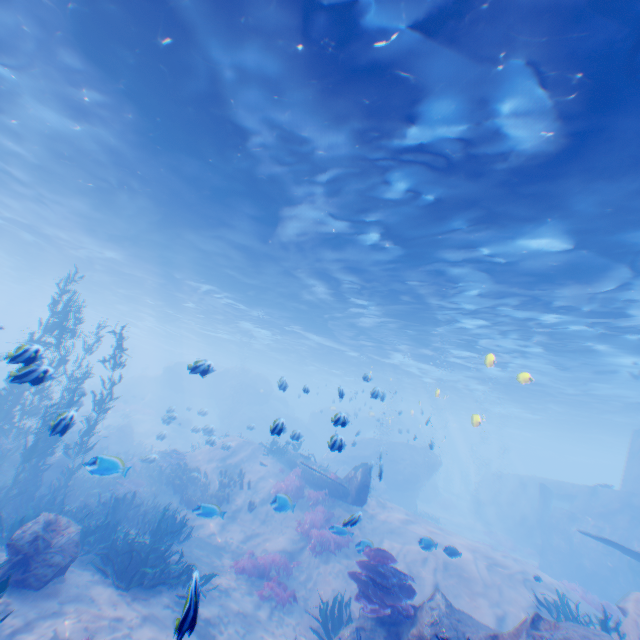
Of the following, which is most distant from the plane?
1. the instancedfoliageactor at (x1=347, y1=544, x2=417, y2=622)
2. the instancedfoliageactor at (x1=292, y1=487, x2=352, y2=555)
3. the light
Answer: the instancedfoliageactor at (x1=347, y1=544, x2=417, y2=622)

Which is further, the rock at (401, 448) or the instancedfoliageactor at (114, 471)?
the rock at (401, 448)

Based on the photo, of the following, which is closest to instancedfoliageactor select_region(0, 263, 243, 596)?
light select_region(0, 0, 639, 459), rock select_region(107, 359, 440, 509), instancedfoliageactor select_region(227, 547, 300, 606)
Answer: rock select_region(107, 359, 440, 509)

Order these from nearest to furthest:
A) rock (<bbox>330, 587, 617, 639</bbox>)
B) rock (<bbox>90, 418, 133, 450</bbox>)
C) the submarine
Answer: rock (<bbox>330, 587, 617, 639</bbox>)
the submarine
rock (<bbox>90, 418, 133, 450</bbox>)

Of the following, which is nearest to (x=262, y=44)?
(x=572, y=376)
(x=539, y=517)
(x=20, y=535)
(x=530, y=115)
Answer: (x=530, y=115)

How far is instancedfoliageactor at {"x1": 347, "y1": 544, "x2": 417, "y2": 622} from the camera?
7.2 meters

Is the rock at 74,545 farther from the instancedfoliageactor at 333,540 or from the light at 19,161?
the instancedfoliageactor at 333,540

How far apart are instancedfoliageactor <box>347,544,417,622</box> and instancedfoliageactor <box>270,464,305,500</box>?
7.7 meters
